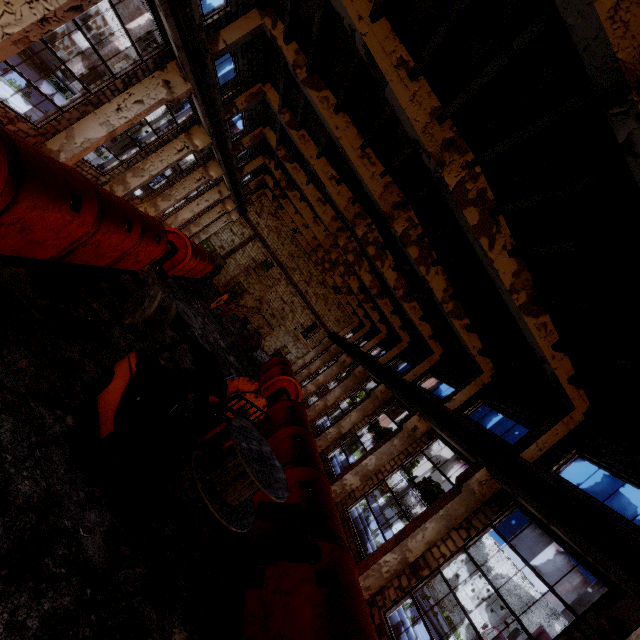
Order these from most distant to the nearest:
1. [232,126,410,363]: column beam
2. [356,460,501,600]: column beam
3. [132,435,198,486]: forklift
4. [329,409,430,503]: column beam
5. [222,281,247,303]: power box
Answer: [222,281,247,303]: power box < [232,126,410,363]: column beam < [329,409,430,503]: column beam < [356,460,501,600]: column beam < [132,435,198,486]: forklift

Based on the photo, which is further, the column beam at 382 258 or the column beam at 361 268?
the column beam at 361 268

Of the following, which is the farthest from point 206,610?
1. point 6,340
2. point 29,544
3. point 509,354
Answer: point 509,354

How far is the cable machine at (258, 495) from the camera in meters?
9.2

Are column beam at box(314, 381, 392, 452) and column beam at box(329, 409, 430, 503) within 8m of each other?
yes

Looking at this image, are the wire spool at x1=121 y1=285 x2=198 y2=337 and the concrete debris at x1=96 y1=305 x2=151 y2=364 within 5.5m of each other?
yes

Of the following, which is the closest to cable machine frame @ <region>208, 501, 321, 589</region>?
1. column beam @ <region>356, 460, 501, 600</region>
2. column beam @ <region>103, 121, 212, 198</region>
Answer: column beam @ <region>356, 460, 501, 600</region>

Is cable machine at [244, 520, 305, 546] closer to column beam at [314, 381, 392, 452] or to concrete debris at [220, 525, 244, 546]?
concrete debris at [220, 525, 244, 546]
